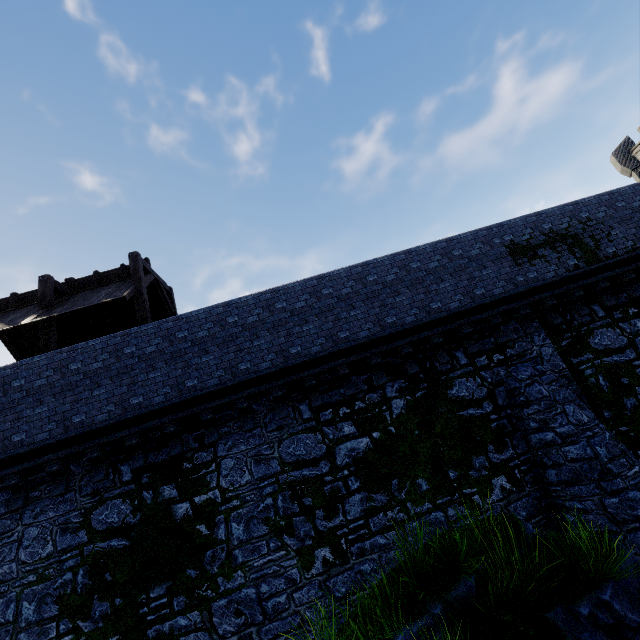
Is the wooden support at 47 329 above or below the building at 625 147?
below

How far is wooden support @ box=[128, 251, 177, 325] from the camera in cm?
1056

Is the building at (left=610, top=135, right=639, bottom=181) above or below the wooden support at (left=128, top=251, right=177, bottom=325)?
above

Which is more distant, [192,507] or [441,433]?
[441,433]

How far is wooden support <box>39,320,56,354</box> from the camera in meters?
10.1 m

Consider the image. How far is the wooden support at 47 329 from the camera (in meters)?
10.07

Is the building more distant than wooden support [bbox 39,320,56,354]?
Yes
